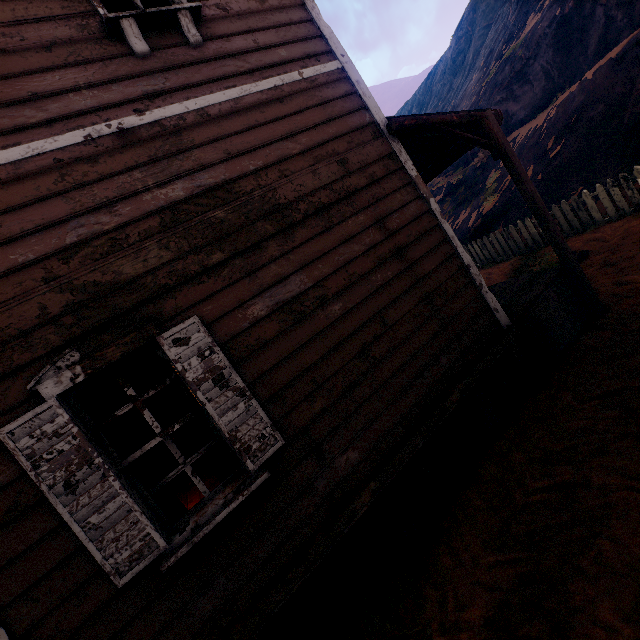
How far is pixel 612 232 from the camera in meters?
7.4

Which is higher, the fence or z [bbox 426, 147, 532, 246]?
z [bbox 426, 147, 532, 246]

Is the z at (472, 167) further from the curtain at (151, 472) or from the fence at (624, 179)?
the curtain at (151, 472)

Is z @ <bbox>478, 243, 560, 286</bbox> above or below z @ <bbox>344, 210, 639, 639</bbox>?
above

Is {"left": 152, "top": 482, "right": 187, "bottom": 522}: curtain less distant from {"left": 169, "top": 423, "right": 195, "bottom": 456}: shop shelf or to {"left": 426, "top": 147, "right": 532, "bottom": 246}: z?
{"left": 426, "top": 147, "right": 532, "bottom": 246}: z

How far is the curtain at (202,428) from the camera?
2.8 meters

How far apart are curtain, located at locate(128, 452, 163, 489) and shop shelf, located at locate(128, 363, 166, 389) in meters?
7.2

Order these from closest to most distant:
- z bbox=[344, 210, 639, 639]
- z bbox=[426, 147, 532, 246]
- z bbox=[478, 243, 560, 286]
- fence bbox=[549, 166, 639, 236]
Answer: z bbox=[344, 210, 639, 639] → fence bbox=[549, 166, 639, 236] → z bbox=[478, 243, 560, 286] → z bbox=[426, 147, 532, 246]
